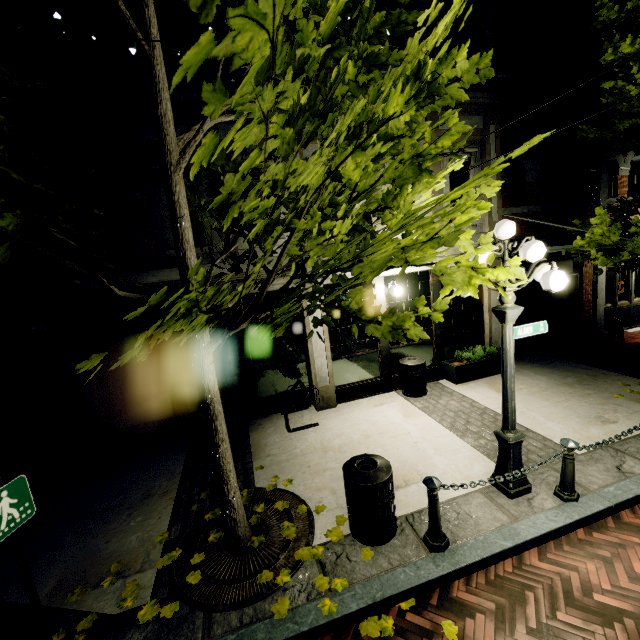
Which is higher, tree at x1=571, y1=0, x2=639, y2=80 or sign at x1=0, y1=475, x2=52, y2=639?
tree at x1=571, y1=0, x2=639, y2=80

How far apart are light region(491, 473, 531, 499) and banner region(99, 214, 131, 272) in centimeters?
552cm

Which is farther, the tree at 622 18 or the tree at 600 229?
the tree at 600 229

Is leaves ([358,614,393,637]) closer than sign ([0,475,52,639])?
No

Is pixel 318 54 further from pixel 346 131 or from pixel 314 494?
pixel 314 494

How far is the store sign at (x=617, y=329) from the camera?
9.5 meters

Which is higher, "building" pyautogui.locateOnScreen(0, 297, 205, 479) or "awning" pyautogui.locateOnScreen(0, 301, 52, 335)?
"awning" pyautogui.locateOnScreen(0, 301, 52, 335)

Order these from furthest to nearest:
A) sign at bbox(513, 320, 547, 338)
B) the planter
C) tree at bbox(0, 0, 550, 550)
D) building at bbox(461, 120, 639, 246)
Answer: building at bbox(461, 120, 639, 246) < the planter < sign at bbox(513, 320, 547, 338) < tree at bbox(0, 0, 550, 550)
